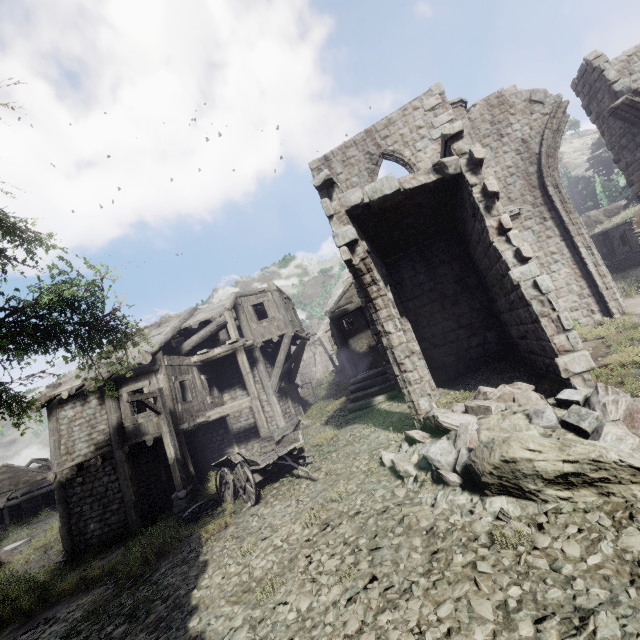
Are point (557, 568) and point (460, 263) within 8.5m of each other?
no

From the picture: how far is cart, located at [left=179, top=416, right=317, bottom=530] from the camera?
8.7 meters

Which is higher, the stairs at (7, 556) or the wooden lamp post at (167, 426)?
the wooden lamp post at (167, 426)

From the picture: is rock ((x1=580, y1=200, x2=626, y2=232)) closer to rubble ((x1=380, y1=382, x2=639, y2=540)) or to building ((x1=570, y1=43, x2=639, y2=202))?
building ((x1=570, y1=43, x2=639, y2=202))

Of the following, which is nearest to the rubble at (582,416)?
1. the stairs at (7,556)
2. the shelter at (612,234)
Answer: the shelter at (612,234)

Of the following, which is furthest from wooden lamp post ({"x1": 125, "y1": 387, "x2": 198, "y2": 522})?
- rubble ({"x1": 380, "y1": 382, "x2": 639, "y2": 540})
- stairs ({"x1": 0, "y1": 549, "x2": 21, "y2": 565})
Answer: stairs ({"x1": 0, "y1": 549, "x2": 21, "y2": 565})

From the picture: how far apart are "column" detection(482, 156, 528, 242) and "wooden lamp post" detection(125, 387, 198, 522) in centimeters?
1328cm

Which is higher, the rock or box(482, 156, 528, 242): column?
the rock
